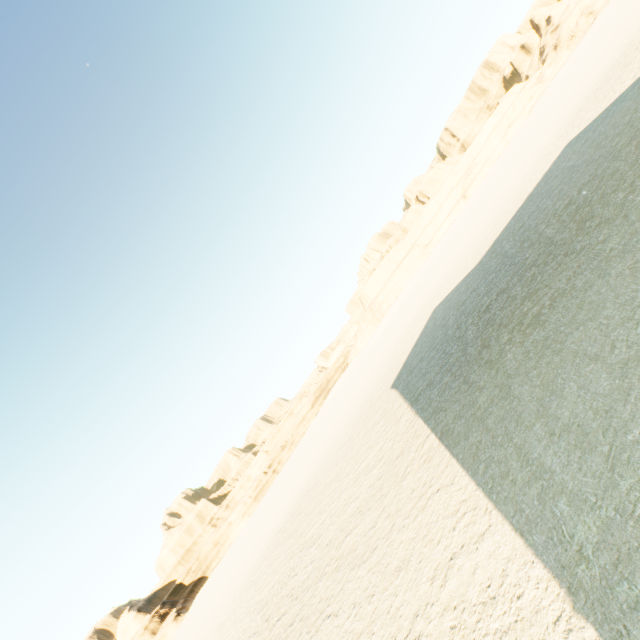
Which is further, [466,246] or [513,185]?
[466,246]
